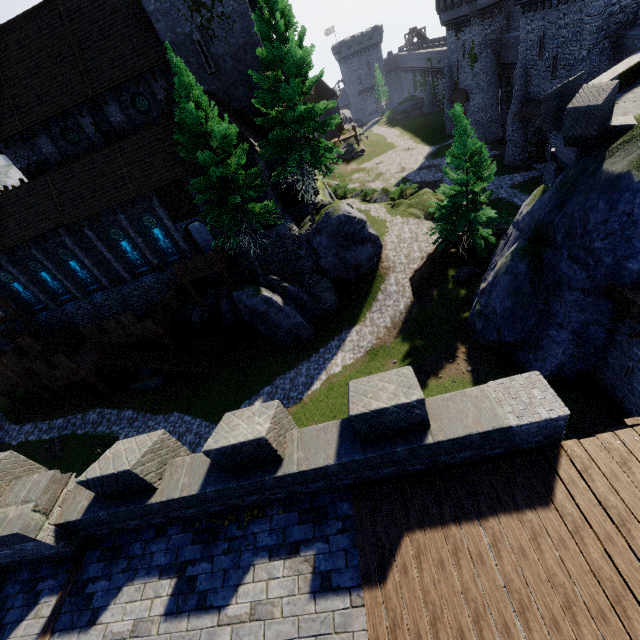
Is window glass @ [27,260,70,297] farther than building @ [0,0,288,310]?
Yes

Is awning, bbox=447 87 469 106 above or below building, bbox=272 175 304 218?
below

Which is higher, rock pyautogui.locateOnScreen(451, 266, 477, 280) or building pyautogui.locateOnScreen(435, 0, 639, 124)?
building pyautogui.locateOnScreen(435, 0, 639, 124)

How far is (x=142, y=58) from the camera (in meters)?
20.73

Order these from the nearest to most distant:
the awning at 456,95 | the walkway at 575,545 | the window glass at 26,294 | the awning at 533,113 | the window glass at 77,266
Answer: the walkway at 575,545 → the window glass at 77,266 → the window glass at 26,294 → the awning at 533,113 → the awning at 456,95

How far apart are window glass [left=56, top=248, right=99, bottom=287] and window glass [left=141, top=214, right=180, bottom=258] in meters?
6.5

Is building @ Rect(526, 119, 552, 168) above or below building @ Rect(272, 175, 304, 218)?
below

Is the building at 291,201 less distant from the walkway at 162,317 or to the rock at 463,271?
the walkway at 162,317
